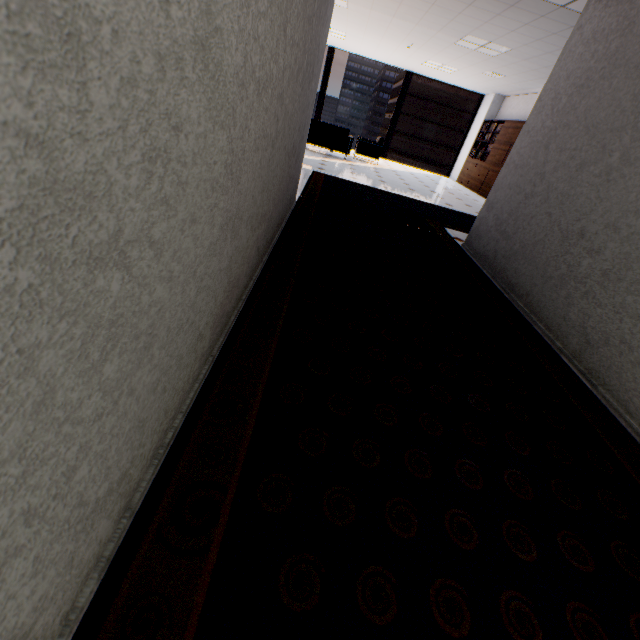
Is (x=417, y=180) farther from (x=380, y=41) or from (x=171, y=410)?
(x=171, y=410)

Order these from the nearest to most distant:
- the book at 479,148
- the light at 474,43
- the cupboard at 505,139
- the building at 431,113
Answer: the light at 474,43, the cupboard at 505,139, the book at 479,148, the building at 431,113

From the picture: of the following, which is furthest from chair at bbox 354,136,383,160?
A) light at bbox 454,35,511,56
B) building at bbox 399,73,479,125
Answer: building at bbox 399,73,479,125

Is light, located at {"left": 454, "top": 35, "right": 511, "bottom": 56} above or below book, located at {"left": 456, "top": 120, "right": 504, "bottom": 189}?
above

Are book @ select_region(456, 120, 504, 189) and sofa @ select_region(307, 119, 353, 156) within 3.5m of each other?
no

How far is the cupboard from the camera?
Result: 9.5m

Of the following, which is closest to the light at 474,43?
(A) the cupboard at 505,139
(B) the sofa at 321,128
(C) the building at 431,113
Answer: (A) the cupboard at 505,139

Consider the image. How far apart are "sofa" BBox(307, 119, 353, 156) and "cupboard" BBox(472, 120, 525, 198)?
4.56m
